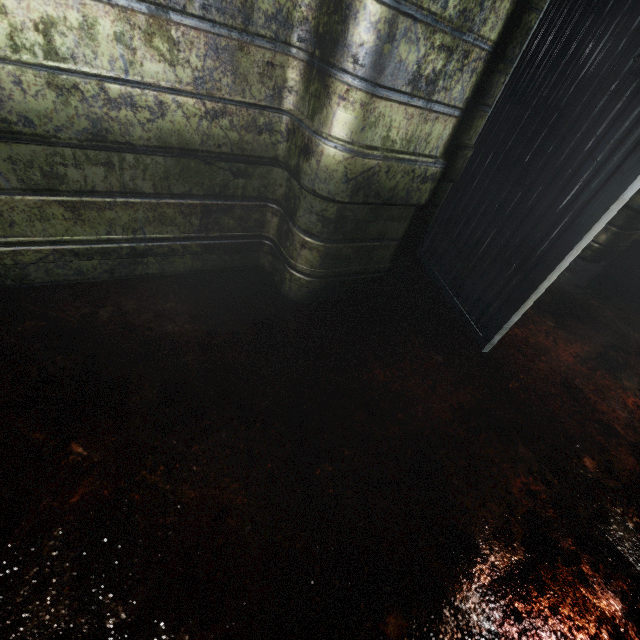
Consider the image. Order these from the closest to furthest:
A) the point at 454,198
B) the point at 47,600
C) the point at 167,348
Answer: the point at 47,600
the point at 167,348
the point at 454,198
